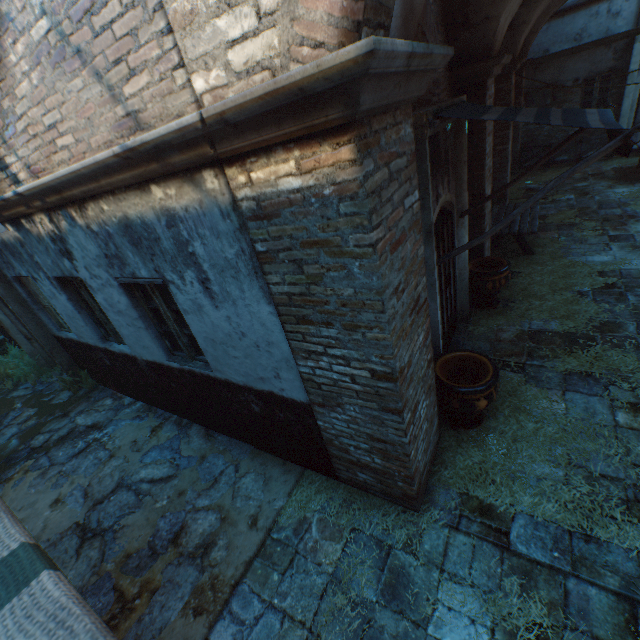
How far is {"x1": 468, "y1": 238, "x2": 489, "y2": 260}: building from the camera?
6.4 meters

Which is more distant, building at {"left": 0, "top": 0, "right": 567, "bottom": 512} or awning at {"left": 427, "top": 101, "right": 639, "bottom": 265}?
awning at {"left": 427, "top": 101, "right": 639, "bottom": 265}

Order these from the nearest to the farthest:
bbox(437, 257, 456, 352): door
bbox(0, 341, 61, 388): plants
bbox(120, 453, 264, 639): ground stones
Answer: bbox(120, 453, 264, 639): ground stones < bbox(437, 257, 456, 352): door < bbox(0, 341, 61, 388): plants

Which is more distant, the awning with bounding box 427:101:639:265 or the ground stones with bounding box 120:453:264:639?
the ground stones with bounding box 120:453:264:639

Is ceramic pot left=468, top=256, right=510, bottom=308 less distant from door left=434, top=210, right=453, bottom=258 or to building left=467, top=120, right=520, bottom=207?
door left=434, top=210, right=453, bottom=258

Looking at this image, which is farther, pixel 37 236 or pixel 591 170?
pixel 591 170

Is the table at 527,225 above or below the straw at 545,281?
above

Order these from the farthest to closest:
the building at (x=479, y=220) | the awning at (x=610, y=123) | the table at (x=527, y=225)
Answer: the table at (x=527, y=225) < the building at (x=479, y=220) < the awning at (x=610, y=123)
